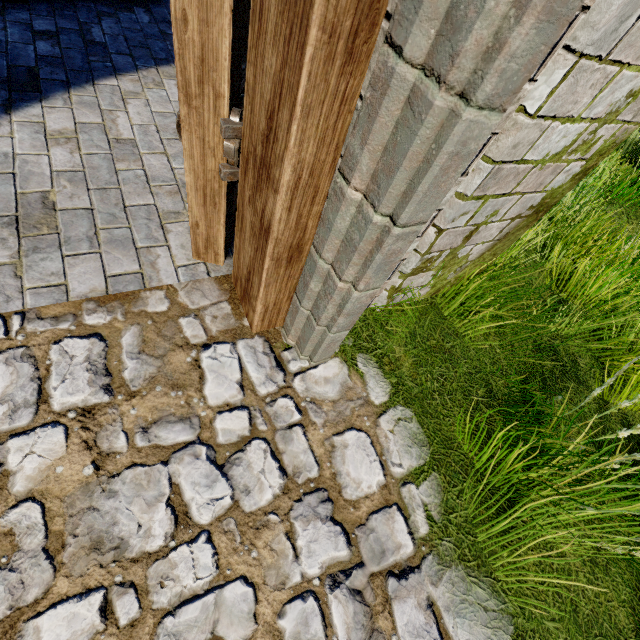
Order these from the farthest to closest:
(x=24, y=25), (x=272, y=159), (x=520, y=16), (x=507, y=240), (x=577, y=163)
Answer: (x=24, y=25)
(x=507, y=240)
(x=577, y=163)
(x=272, y=159)
(x=520, y=16)
